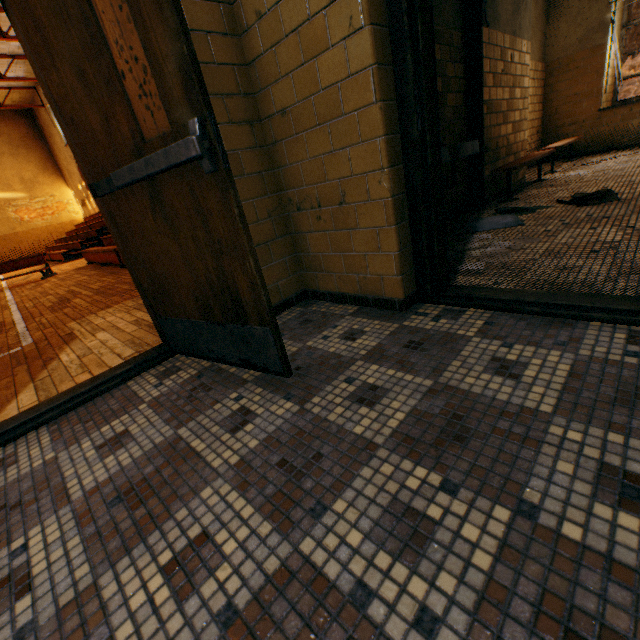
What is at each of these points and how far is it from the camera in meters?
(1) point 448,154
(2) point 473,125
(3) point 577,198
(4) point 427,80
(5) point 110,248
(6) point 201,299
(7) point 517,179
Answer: (1) sink, 3.0
(2) wall pilaster, 4.2
(3) towel, 3.4
(4) door, 1.6
(5) bleachers, 7.3
(6) door, 1.6
(7) wall pilaster, 5.4

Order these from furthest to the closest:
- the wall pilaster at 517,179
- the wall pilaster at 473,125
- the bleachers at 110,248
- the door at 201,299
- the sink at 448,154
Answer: the bleachers at 110,248 < the wall pilaster at 517,179 < the wall pilaster at 473,125 < the sink at 448,154 < the door at 201,299

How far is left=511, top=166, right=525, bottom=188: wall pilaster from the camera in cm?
518

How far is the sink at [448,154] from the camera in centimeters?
299cm

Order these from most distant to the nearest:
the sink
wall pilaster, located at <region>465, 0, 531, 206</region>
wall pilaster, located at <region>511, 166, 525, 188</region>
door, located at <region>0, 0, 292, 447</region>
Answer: wall pilaster, located at <region>511, 166, 525, 188</region>
wall pilaster, located at <region>465, 0, 531, 206</region>
the sink
door, located at <region>0, 0, 292, 447</region>

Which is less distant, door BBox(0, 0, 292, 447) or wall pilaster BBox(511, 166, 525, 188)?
door BBox(0, 0, 292, 447)

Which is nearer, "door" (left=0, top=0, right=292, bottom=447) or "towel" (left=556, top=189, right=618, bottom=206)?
"door" (left=0, top=0, right=292, bottom=447)

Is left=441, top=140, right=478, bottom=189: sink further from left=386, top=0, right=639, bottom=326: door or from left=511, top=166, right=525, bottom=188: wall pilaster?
left=386, top=0, right=639, bottom=326: door
